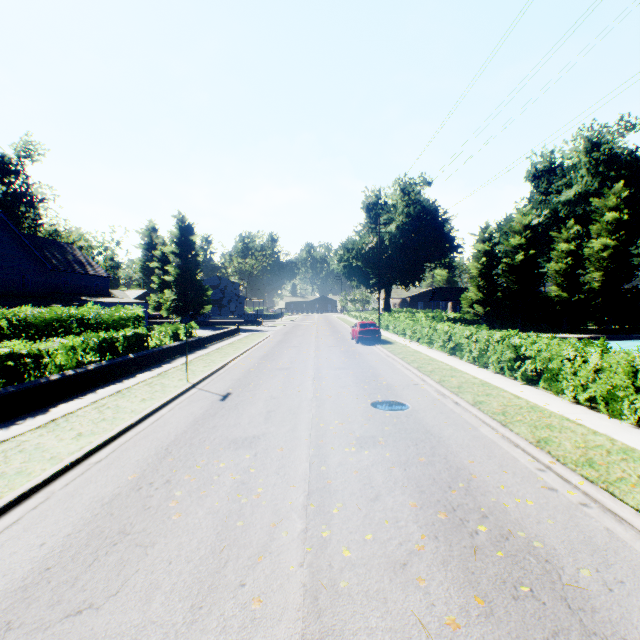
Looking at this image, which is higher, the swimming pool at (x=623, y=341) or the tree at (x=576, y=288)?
the tree at (x=576, y=288)

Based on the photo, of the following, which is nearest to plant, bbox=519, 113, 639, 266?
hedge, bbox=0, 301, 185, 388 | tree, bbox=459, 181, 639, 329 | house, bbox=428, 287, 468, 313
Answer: tree, bbox=459, 181, 639, 329

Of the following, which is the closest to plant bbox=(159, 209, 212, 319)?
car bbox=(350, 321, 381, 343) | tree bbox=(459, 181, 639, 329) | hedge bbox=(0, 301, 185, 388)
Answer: tree bbox=(459, 181, 639, 329)

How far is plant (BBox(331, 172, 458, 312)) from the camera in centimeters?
4834cm

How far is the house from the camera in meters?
47.8

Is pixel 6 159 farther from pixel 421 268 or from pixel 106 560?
pixel 421 268

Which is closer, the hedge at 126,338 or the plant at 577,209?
the hedge at 126,338

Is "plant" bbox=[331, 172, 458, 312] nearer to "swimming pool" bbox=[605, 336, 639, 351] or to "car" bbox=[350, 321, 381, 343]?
"swimming pool" bbox=[605, 336, 639, 351]
